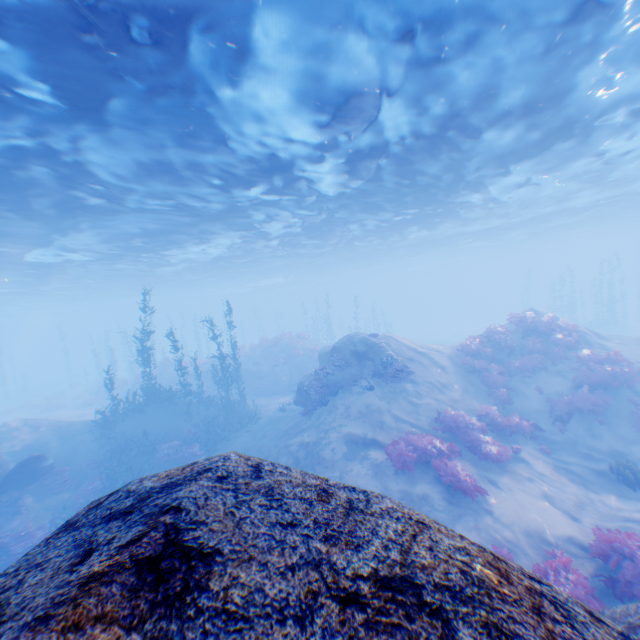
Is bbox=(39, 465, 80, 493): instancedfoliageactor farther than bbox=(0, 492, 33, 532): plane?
Yes

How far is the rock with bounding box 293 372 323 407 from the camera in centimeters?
1646cm

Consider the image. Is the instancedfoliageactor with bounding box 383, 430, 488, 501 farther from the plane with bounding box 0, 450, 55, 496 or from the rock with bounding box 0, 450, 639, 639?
the plane with bounding box 0, 450, 55, 496

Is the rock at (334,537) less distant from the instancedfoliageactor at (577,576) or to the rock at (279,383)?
the instancedfoliageactor at (577,576)

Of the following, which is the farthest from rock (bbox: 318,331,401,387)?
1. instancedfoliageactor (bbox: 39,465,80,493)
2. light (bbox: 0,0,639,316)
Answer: instancedfoliageactor (bbox: 39,465,80,493)

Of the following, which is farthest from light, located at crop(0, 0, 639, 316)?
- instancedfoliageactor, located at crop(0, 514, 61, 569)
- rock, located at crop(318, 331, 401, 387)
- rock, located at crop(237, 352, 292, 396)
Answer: rock, located at crop(237, 352, 292, 396)

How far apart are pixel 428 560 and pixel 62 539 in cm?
219
